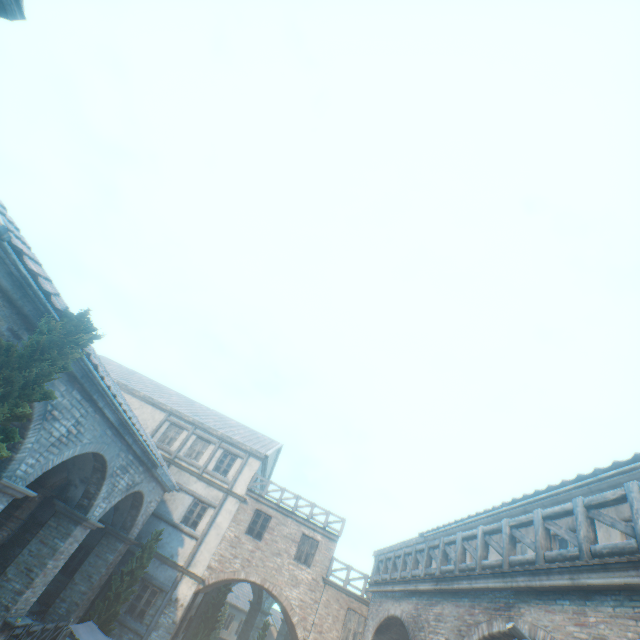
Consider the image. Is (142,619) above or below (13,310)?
below

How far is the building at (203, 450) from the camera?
20.0 meters

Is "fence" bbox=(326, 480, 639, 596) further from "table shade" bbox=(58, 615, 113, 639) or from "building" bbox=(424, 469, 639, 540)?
"table shade" bbox=(58, 615, 113, 639)

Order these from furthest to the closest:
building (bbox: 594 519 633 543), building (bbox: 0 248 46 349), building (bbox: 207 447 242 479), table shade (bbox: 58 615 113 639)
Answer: building (bbox: 207 447 242 479)
table shade (bbox: 58 615 113 639)
building (bbox: 594 519 633 543)
building (bbox: 0 248 46 349)

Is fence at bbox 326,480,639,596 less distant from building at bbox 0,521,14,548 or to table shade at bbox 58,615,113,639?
building at bbox 0,521,14,548

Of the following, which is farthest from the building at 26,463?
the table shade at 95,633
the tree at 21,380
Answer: the table shade at 95,633

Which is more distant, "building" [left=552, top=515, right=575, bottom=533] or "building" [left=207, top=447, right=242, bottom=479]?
"building" [left=207, top=447, right=242, bottom=479]

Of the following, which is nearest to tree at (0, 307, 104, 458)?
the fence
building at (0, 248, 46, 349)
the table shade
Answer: building at (0, 248, 46, 349)
